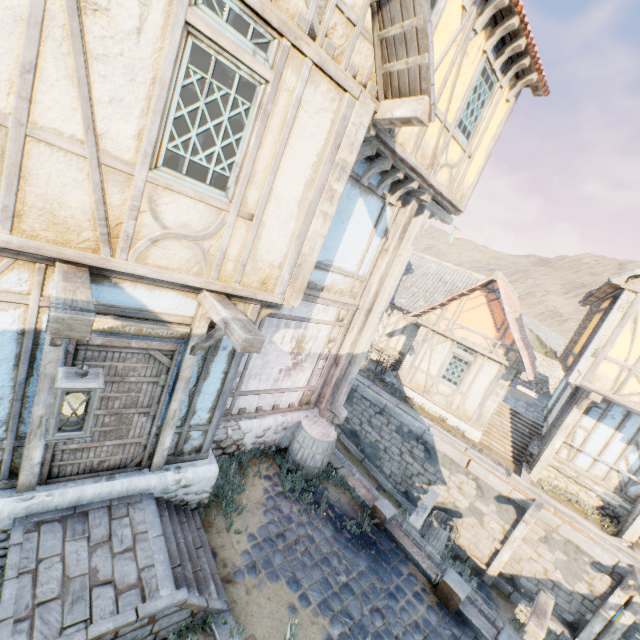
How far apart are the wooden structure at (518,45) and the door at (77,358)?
7.73m

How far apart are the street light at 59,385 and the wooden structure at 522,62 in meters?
8.2

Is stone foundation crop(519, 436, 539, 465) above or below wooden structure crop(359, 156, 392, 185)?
below

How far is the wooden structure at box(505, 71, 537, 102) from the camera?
6.7 meters

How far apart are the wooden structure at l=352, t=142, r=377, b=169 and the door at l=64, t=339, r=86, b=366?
4.10m

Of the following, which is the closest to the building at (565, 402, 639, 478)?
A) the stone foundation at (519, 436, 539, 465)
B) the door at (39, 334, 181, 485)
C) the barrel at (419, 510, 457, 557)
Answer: the stone foundation at (519, 436, 539, 465)

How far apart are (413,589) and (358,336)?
5.1 meters

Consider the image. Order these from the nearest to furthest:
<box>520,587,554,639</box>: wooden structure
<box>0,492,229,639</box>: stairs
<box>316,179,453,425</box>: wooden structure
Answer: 1. <box>0,492,229,639</box>: stairs
2. <box>520,587,554,639</box>: wooden structure
3. <box>316,179,453,425</box>: wooden structure
